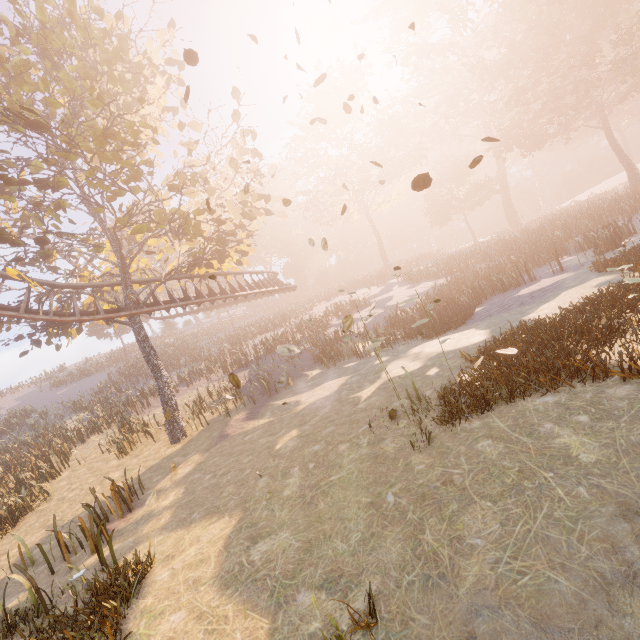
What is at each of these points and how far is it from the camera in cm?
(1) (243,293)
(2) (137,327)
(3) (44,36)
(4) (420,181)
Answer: (1) roller coaster, 2061
(2) tree, 1547
(3) tree, 1257
(4) leaf, 475

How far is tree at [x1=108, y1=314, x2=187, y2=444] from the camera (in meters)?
14.96

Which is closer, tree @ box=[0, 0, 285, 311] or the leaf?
the leaf

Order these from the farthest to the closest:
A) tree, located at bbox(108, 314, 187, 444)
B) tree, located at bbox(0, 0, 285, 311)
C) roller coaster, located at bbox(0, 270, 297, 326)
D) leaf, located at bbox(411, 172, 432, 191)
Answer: tree, located at bbox(108, 314, 187, 444) < roller coaster, located at bbox(0, 270, 297, 326) < tree, located at bbox(0, 0, 285, 311) < leaf, located at bbox(411, 172, 432, 191)

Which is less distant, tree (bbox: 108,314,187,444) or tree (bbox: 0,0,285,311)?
tree (bbox: 0,0,285,311)

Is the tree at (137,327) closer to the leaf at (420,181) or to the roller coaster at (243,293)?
the roller coaster at (243,293)

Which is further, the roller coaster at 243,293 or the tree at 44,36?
the roller coaster at 243,293
